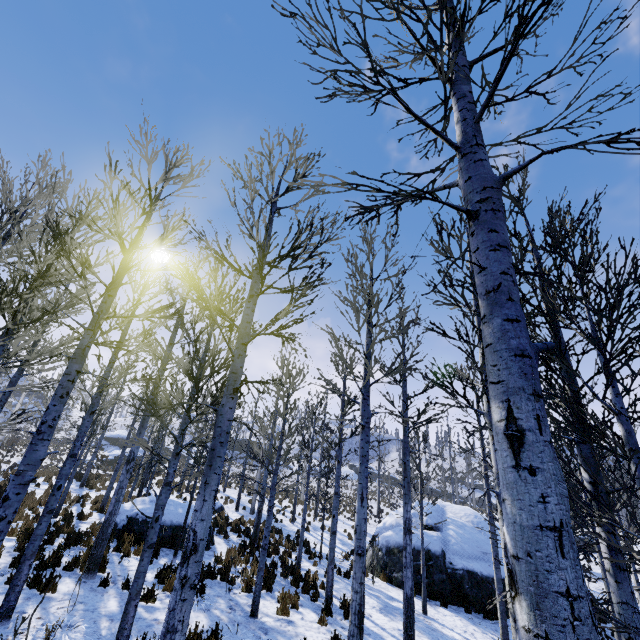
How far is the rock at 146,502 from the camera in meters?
12.4

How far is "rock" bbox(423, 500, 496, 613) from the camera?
13.2m

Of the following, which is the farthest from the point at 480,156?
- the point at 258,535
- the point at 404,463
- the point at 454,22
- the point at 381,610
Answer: the point at 258,535

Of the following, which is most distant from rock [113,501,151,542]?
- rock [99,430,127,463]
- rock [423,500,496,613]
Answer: rock [99,430,127,463]

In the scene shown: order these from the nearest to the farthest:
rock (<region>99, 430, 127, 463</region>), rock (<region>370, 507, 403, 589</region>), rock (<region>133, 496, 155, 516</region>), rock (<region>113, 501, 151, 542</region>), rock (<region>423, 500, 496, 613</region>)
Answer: rock (<region>113, 501, 151, 542</region>), rock (<region>133, 496, 155, 516</region>), rock (<region>423, 500, 496, 613</region>), rock (<region>370, 507, 403, 589</region>), rock (<region>99, 430, 127, 463</region>)

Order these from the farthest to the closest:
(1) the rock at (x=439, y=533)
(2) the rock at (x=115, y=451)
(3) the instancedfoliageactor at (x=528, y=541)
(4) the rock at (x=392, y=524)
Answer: (2) the rock at (x=115, y=451), (4) the rock at (x=392, y=524), (1) the rock at (x=439, y=533), (3) the instancedfoliageactor at (x=528, y=541)

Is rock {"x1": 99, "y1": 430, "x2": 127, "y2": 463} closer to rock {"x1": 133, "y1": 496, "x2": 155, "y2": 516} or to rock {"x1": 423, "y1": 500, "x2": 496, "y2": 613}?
rock {"x1": 133, "y1": 496, "x2": 155, "y2": 516}

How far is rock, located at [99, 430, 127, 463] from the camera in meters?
39.3
